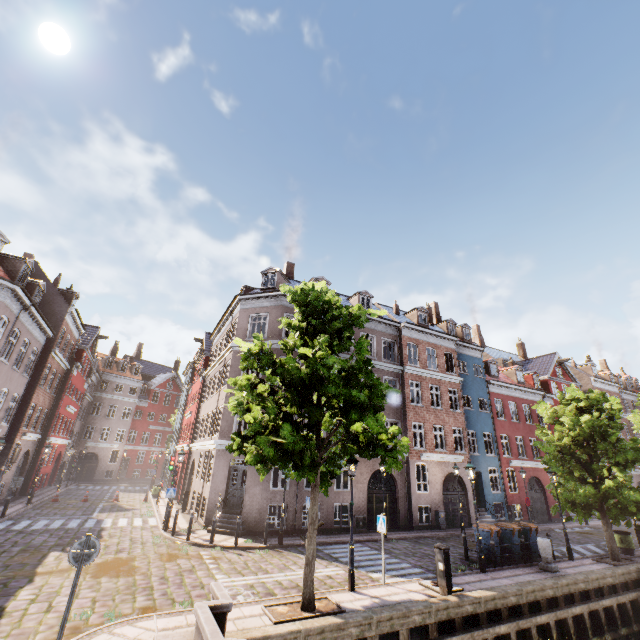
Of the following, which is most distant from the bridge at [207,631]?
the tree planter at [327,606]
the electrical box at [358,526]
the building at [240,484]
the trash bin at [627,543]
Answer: the trash bin at [627,543]

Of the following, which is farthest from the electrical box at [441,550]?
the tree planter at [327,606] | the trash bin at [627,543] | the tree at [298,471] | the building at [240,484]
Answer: the trash bin at [627,543]

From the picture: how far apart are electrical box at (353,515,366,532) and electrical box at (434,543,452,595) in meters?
9.0 m

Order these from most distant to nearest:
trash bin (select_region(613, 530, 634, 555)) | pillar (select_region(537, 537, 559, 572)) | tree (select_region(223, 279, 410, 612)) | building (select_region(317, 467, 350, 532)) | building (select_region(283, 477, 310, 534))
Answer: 1. building (select_region(317, 467, 350, 532))
2. building (select_region(283, 477, 310, 534))
3. trash bin (select_region(613, 530, 634, 555))
4. pillar (select_region(537, 537, 559, 572))
5. tree (select_region(223, 279, 410, 612))

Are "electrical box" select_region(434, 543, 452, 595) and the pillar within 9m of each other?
yes

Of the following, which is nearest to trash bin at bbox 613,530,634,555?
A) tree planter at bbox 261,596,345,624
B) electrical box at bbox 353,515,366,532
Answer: electrical box at bbox 353,515,366,532

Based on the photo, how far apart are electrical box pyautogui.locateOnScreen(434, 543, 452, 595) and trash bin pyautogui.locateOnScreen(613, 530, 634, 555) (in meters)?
13.55

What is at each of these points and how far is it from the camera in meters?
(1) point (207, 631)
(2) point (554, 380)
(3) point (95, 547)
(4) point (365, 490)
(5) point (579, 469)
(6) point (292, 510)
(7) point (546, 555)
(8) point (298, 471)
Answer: (1) bridge, 5.1
(2) building, 34.1
(3) sign, 6.5
(4) building, 19.7
(5) tree, 16.0
(6) building, 17.3
(7) pillar, 13.0
(8) tree, 8.6
